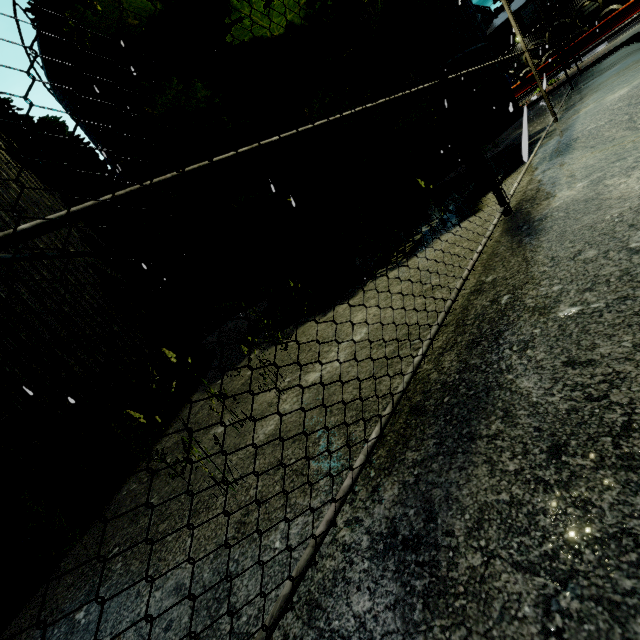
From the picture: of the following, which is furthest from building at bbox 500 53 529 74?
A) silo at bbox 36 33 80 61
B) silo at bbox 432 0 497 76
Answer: silo at bbox 36 33 80 61

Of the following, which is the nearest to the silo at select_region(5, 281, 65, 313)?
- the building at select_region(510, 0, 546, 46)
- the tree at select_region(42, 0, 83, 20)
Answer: the tree at select_region(42, 0, 83, 20)

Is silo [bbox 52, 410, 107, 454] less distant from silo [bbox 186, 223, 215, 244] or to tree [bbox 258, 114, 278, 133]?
tree [bbox 258, 114, 278, 133]

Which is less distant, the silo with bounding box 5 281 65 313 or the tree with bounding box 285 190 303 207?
the silo with bounding box 5 281 65 313

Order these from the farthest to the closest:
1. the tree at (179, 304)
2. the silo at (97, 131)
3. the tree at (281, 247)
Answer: the tree at (179, 304)
the silo at (97, 131)
the tree at (281, 247)

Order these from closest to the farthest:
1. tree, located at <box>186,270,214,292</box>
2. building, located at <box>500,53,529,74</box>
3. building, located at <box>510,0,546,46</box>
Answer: tree, located at <box>186,270,214,292</box> → building, located at <box>510,0,546,46</box> → building, located at <box>500,53,529,74</box>

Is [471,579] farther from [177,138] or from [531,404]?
[177,138]

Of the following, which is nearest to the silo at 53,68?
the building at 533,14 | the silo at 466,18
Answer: the silo at 466,18
